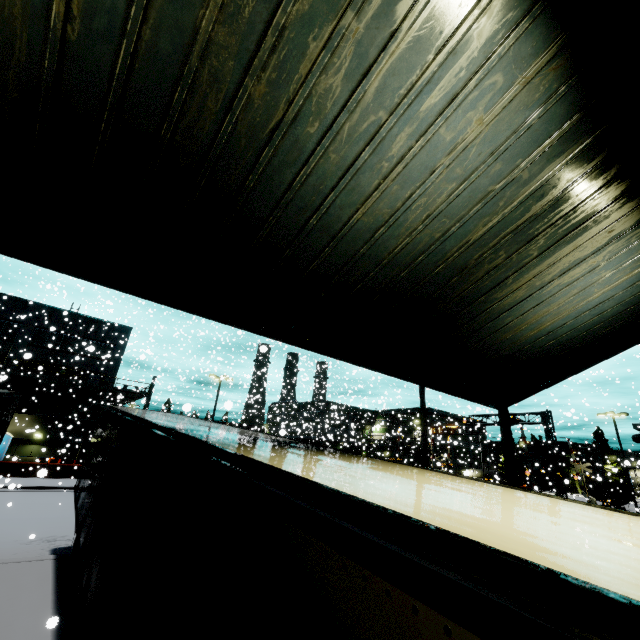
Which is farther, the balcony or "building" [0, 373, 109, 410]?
"building" [0, 373, 109, 410]

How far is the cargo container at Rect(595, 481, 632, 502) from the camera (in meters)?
41.94

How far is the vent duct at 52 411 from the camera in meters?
29.1 m

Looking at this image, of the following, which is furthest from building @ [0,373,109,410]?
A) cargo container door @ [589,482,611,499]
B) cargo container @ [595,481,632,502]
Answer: cargo container door @ [589,482,611,499]

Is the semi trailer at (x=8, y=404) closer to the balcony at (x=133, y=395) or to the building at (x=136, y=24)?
the building at (x=136, y=24)

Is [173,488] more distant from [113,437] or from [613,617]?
[113,437]

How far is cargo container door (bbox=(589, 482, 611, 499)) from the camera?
41.69m

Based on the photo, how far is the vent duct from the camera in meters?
29.1
